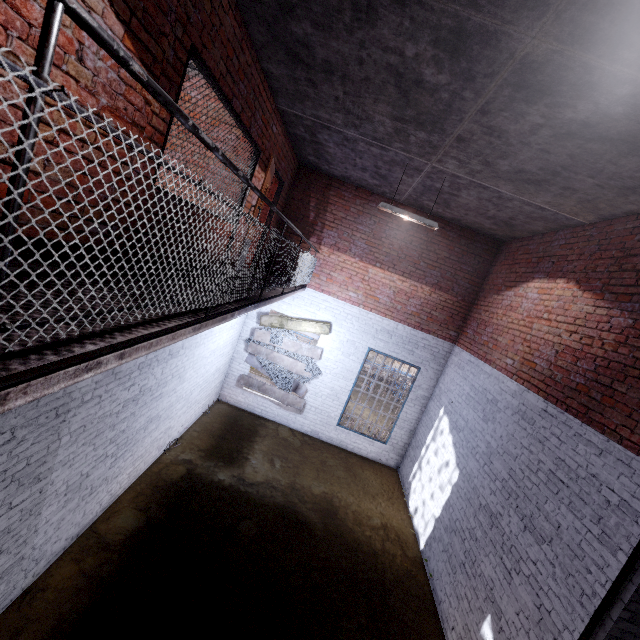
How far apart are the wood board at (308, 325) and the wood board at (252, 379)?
0.1m

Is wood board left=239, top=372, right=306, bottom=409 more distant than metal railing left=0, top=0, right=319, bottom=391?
Yes

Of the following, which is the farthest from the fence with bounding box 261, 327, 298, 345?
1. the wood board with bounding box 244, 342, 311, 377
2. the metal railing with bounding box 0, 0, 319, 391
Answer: the metal railing with bounding box 0, 0, 319, 391

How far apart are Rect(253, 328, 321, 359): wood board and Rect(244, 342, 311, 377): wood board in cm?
9

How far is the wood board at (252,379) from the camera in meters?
9.3

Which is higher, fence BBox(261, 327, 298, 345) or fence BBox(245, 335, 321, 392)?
fence BBox(261, 327, 298, 345)

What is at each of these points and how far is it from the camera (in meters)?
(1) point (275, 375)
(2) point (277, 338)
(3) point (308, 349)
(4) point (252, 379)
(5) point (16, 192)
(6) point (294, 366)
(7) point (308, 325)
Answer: (1) fence, 9.28
(2) fence, 9.08
(3) wood board, 9.09
(4) wood board, 9.32
(5) metal railing, 0.75
(6) wood board, 9.18
(7) wood board, 8.99
